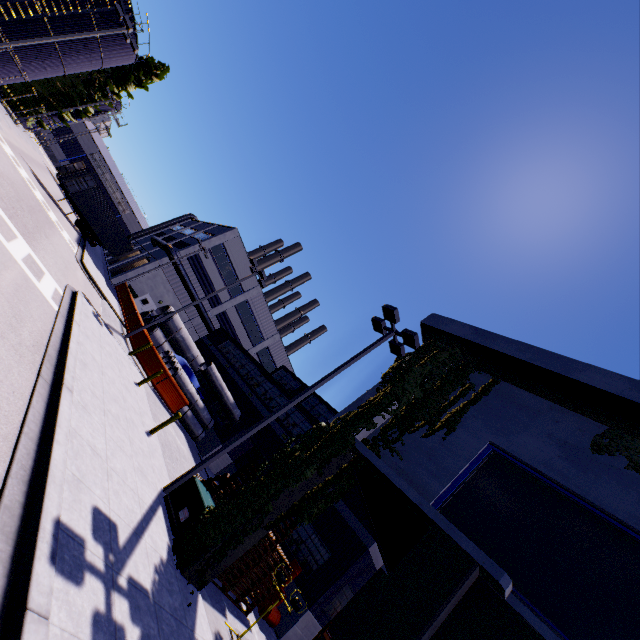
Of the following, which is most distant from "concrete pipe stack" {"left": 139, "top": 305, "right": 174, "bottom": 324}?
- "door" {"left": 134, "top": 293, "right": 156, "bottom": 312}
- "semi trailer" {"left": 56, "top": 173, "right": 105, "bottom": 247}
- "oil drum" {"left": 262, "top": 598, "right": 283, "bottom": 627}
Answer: A: "door" {"left": 134, "top": 293, "right": 156, "bottom": 312}

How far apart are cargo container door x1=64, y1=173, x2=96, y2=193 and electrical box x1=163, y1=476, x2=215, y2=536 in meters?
12.4 m

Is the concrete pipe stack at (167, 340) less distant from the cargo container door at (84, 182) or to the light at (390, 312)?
the cargo container door at (84, 182)

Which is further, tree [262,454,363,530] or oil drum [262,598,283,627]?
oil drum [262,598,283,627]

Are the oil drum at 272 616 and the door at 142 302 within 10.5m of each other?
no

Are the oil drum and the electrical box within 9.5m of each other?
yes

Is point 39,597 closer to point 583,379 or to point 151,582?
point 151,582

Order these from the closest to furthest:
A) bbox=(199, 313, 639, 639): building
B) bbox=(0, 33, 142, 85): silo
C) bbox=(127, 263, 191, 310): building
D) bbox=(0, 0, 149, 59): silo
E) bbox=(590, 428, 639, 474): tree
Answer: bbox=(199, 313, 639, 639): building, bbox=(590, 428, 639, 474): tree, bbox=(0, 0, 149, 59): silo, bbox=(0, 33, 142, 85): silo, bbox=(127, 263, 191, 310): building
